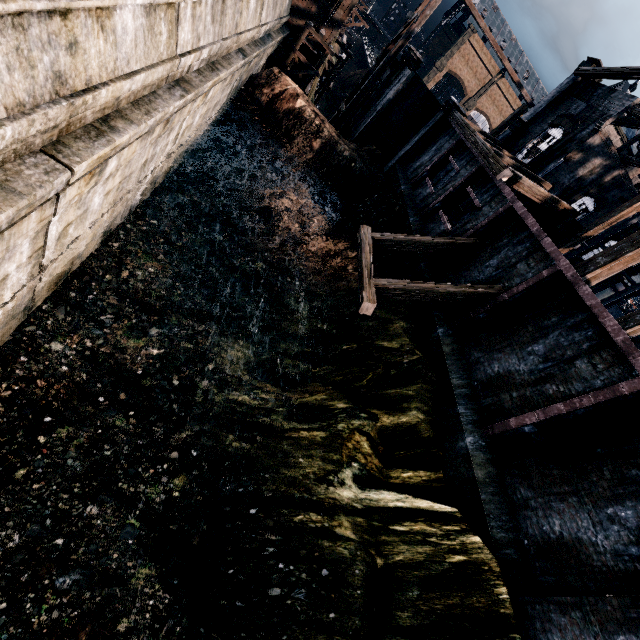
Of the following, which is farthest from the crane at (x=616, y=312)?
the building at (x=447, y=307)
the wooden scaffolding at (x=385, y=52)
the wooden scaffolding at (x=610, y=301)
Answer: the wooden scaffolding at (x=385, y=52)

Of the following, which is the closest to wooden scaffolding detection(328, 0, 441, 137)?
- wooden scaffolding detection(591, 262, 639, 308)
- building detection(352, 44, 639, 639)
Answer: building detection(352, 44, 639, 639)

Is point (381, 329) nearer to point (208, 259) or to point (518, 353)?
point (518, 353)

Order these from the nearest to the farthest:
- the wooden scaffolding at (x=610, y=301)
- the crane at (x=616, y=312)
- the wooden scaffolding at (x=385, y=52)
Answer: the wooden scaffolding at (x=385, y=52) < the wooden scaffolding at (x=610, y=301) < the crane at (x=616, y=312)

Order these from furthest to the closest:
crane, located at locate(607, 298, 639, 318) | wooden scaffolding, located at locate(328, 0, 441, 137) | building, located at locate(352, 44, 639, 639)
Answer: crane, located at locate(607, 298, 639, 318) < wooden scaffolding, located at locate(328, 0, 441, 137) < building, located at locate(352, 44, 639, 639)

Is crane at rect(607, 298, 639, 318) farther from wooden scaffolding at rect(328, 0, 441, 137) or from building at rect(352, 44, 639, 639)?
wooden scaffolding at rect(328, 0, 441, 137)

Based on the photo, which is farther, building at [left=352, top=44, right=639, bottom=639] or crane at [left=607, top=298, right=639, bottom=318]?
crane at [left=607, top=298, right=639, bottom=318]

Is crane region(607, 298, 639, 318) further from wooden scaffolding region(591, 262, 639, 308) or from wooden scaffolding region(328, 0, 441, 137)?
wooden scaffolding region(328, 0, 441, 137)
